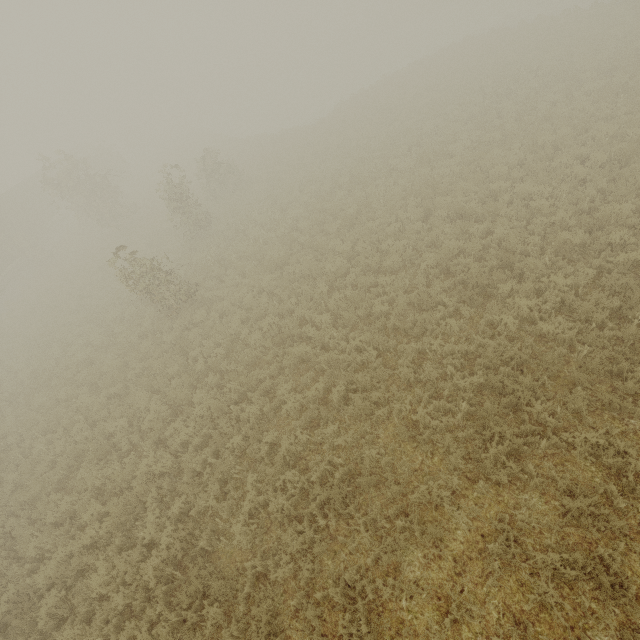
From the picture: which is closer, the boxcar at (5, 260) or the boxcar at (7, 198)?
the boxcar at (5, 260)

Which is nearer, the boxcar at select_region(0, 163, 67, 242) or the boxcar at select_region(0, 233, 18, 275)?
the boxcar at select_region(0, 233, 18, 275)

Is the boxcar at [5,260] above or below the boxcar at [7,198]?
below

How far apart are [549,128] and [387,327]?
11.7 meters

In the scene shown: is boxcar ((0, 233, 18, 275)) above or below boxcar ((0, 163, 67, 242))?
below
